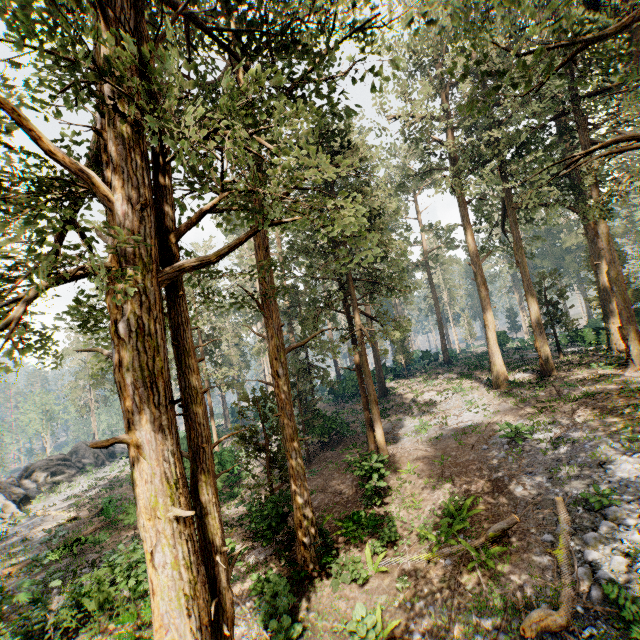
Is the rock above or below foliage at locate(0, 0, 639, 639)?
below

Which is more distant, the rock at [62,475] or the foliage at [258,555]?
the rock at [62,475]

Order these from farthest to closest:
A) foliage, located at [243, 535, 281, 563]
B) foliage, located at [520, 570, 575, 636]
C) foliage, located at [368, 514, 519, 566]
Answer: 1. foliage, located at [243, 535, 281, 563]
2. foliage, located at [368, 514, 519, 566]
3. foliage, located at [520, 570, 575, 636]

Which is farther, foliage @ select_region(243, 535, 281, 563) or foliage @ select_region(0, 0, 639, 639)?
foliage @ select_region(243, 535, 281, 563)

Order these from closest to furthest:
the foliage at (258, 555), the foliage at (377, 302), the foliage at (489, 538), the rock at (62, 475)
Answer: the foliage at (377, 302) < the foliage at (489, 538) < the foliage at (258, 555) < the rock at (62, 475)

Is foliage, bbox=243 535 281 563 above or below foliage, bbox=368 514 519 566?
below

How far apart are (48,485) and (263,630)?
38.08m

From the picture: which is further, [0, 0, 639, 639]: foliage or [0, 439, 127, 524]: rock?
[0, 439, 127, 524]: rock
